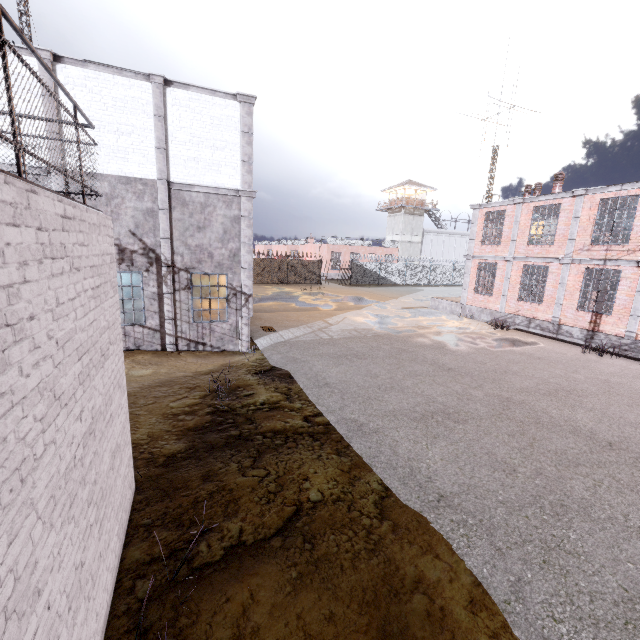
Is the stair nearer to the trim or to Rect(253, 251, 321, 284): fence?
the trim

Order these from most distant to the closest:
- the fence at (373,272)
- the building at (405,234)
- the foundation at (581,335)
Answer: the building at (405,234)
the fence at (373,272)
the foundation at (581,335)

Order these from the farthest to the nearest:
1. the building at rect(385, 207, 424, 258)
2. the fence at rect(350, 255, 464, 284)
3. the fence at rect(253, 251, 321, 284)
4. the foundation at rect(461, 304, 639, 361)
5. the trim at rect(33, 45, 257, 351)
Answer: the building at rect(385, 207, 424, 258)
the fence at rect(350, 255, 464, 284)
the fence at rect(253, 251, 321, 284)
the foundation at rect(461, 304, 639, 361)
the trim at rect(33, 45, 257, 351)

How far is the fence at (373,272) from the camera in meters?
39.4

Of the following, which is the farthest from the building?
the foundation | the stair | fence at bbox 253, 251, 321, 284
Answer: the foundation

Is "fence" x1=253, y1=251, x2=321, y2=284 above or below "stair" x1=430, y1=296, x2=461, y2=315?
above

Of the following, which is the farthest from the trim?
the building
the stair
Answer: the building

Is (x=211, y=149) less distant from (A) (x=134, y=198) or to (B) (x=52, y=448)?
(A) (x=134, y=198)
